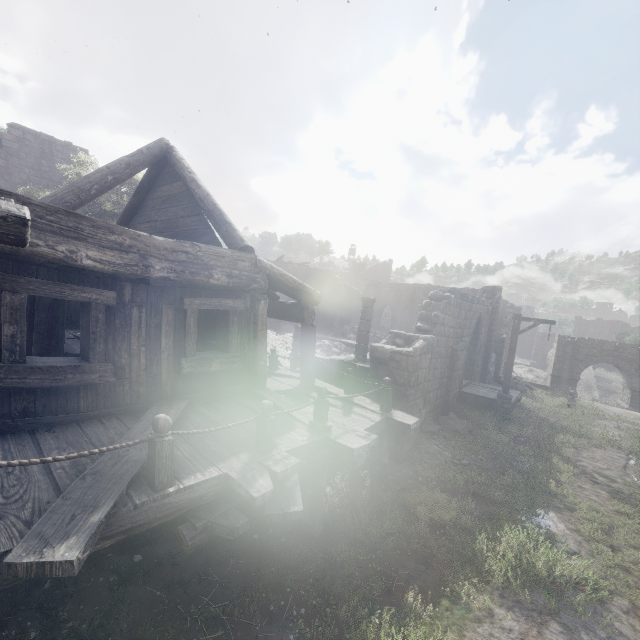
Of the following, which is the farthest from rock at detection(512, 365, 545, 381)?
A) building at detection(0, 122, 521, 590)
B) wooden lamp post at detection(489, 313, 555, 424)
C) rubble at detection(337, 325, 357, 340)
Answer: wooden lamp post at detection(489, 313, 555, 424)

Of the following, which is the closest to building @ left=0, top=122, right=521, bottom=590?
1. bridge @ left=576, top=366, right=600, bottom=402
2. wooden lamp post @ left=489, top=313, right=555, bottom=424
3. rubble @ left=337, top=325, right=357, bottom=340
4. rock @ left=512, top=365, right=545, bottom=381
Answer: rubble @ left=337, top=325, right=357, bottom=340

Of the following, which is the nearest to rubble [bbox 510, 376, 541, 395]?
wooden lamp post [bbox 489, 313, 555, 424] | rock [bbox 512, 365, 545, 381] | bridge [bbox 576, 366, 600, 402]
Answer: wooden lamp post [bbox 489, 313, 555, 424]

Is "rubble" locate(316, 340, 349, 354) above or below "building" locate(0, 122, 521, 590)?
below

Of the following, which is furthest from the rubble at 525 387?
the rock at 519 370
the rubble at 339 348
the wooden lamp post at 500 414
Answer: the rock at 519 370

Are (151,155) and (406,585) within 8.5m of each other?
no

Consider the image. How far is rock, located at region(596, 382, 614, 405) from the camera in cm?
2846

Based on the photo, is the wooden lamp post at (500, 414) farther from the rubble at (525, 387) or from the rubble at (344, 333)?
the rubble at (344, 333)
